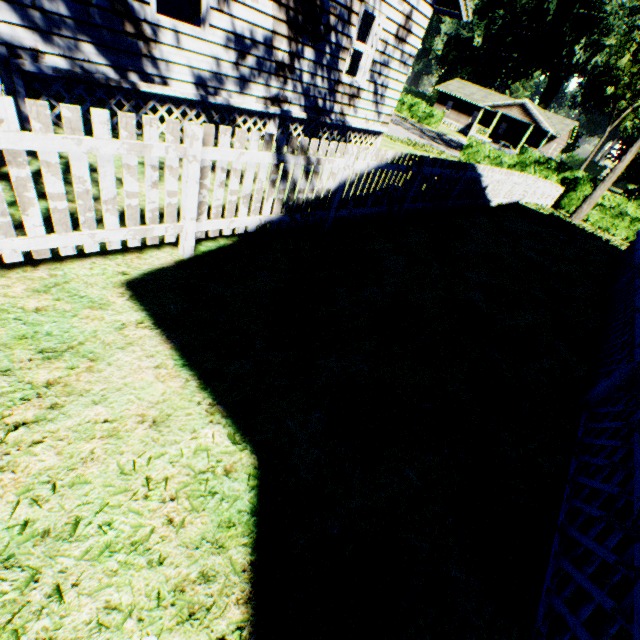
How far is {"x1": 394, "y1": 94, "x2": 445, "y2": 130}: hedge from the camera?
42.9 meters

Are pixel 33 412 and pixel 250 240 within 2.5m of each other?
no

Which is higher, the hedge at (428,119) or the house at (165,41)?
the house at (165,41)

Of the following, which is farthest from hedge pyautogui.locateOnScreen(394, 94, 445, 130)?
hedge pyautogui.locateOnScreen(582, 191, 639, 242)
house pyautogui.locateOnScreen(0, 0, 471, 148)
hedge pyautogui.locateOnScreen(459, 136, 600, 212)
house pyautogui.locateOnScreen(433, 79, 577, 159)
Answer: hedge pyautogui.locateOnScreen(582, 191, 639, 242)

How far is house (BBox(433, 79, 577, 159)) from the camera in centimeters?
4456cm

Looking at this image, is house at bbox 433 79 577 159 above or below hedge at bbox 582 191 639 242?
above

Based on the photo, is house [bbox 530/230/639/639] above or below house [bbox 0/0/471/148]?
below

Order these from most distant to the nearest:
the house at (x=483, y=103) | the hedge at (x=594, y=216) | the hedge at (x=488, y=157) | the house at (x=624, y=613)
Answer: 1. the house at (x=483, y=103)
2. the hedge at (x=488, y=157)
3. the hedge at (x=594, y=216)
4. the house at (x=624, y=613)
